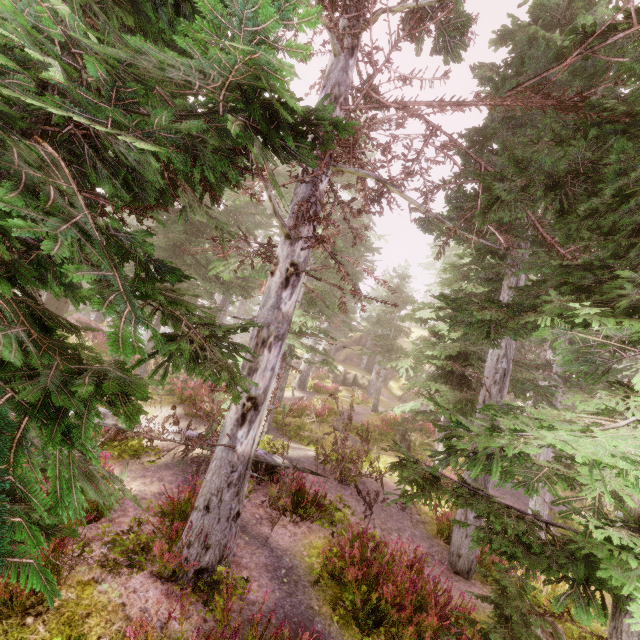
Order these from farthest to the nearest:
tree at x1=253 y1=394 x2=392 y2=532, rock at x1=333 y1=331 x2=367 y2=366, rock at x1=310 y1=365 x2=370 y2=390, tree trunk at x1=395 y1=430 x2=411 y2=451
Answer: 1. rock at x1=333 y1=331 x2=367 y2=366
2. rock at x1=310 y1=365 x2=370 y2=390
3. tree trunk at x1=395 y1=430 x2=411 y2=451
4. tree at x1=253 y1=394 x2=392 y2=532

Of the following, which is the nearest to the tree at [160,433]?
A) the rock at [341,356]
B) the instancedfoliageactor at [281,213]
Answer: the instancedfoliageactor at [281,213]

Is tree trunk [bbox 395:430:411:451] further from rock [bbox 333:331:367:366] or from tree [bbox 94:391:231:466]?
rock [bbox 333:331:367:366]

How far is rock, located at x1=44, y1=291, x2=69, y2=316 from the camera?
18.08m

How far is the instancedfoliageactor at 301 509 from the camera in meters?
7.7

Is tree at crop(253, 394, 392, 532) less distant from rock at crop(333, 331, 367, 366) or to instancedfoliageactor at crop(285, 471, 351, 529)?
instancedfoliageactor at crop(285, 471, 351, 529)

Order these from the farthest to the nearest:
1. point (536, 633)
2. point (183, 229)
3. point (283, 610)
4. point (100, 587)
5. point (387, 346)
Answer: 1. point (387, 346)
2. point (183, 229)
3. point (536, 633)
4. point (283, 610)
5. point (100, 587)
